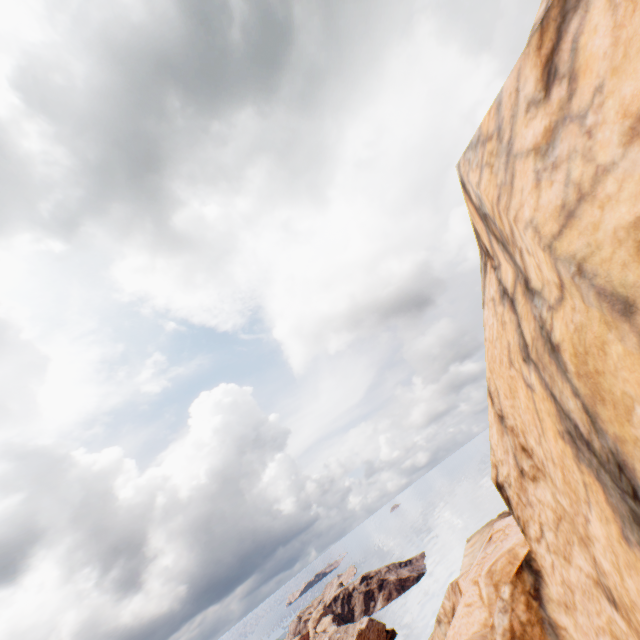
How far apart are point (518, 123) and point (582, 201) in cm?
126
